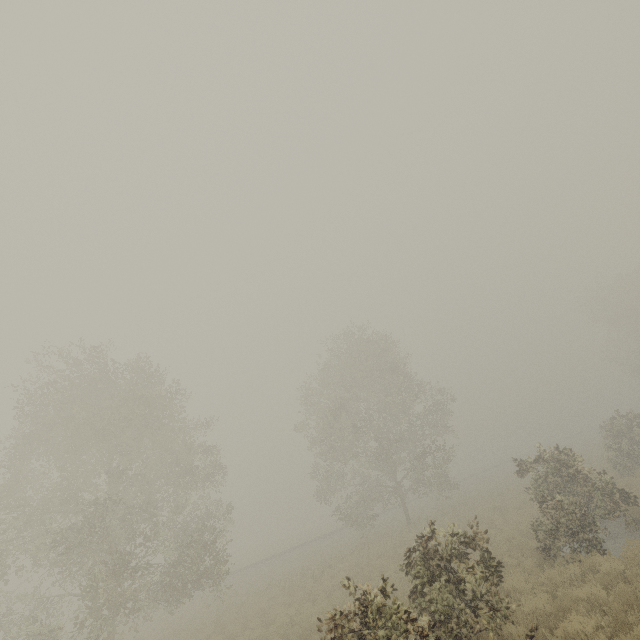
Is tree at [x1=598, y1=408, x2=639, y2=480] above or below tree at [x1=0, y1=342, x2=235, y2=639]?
below

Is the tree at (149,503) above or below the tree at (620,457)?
above

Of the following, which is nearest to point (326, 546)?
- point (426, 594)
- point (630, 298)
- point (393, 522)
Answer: point (393, 522)

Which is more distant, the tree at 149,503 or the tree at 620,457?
the tree at 620,457

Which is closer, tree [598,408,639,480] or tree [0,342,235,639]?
tree [0,342,235,639]
